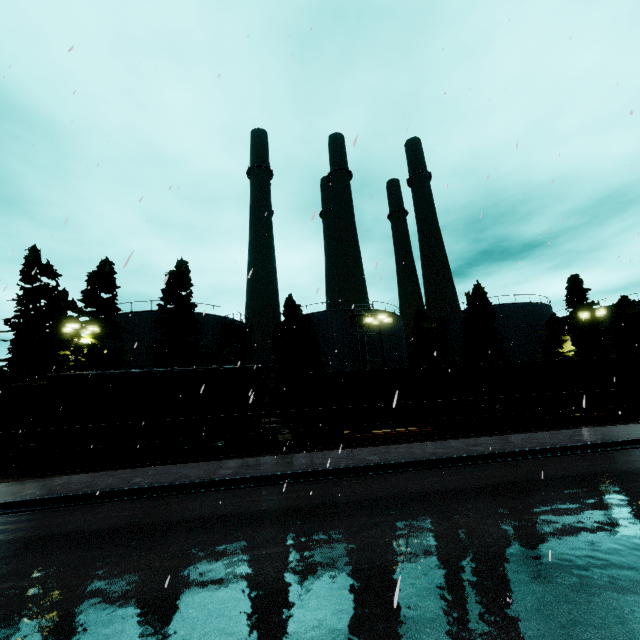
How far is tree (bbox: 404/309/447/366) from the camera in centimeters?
3388cm

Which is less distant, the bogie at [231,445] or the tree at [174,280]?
the bogie at [231,445]

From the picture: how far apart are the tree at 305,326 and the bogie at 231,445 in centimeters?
1383cm

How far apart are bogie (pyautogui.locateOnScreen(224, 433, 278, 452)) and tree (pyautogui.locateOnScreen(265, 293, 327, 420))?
13.8 meters

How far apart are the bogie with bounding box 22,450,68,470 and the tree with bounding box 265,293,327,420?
17.49m

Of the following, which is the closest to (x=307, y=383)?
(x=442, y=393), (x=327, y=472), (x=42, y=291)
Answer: (x=327, y=472)

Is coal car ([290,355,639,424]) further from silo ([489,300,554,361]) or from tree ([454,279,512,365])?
silo ([489,300,554,361])
